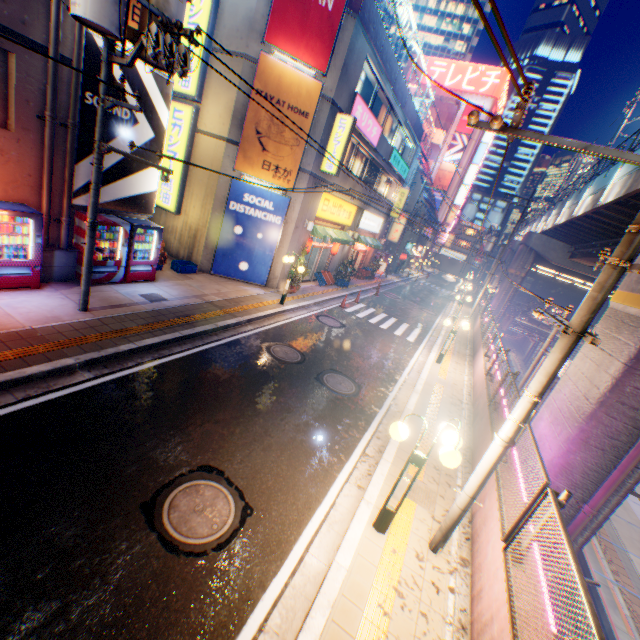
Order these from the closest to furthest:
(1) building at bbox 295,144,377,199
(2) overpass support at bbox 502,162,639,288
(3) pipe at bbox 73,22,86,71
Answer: (3) pipe at bbox 73,22,86,71
(1) building at bbox 295,144,377,199
(2) overpass support at bbox 502,162,639,288

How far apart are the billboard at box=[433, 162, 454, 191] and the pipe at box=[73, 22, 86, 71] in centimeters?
5625cm

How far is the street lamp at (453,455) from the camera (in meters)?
4.36

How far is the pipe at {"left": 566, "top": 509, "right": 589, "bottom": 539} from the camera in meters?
7.3

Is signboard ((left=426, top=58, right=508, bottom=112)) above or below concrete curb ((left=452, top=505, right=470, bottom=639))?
above

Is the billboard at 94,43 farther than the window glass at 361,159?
No

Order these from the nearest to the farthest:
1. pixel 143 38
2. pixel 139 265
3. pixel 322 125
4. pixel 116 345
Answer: pixel 143 38, pixel 116 345, pixel 139 265, pixel 322 125

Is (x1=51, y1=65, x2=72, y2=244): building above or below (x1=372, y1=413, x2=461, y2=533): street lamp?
above
